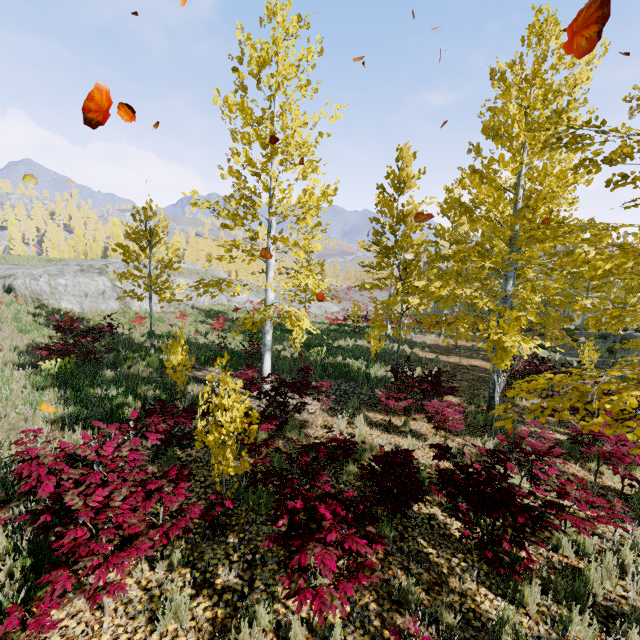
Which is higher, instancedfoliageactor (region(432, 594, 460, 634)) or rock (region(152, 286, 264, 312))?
rock (region(152, 286, 264, 312))

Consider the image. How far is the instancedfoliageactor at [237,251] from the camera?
7.77m

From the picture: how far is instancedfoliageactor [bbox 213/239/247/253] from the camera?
7.77m

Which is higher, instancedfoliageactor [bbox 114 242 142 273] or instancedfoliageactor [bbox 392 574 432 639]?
instancedfoliageactor [bbox 114 242 142 273]

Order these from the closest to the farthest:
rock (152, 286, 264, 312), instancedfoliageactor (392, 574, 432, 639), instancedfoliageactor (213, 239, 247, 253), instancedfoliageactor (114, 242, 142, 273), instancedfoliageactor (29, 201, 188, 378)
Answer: instancedfoliageactor (392, 574, 432, 639) → instancedfoliageactor (213, 239, 247, 253) → instancedfoliageactor (29, 201, 188, 378) → instancedfoliageactor (114, 242, 142, 273) → rock (152, 286, 264, 312)

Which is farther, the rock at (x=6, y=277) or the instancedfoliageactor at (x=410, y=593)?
the rock at (x=6, y=277)

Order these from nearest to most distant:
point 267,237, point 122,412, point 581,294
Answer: point 122,412
point 267,237
point 581,294
